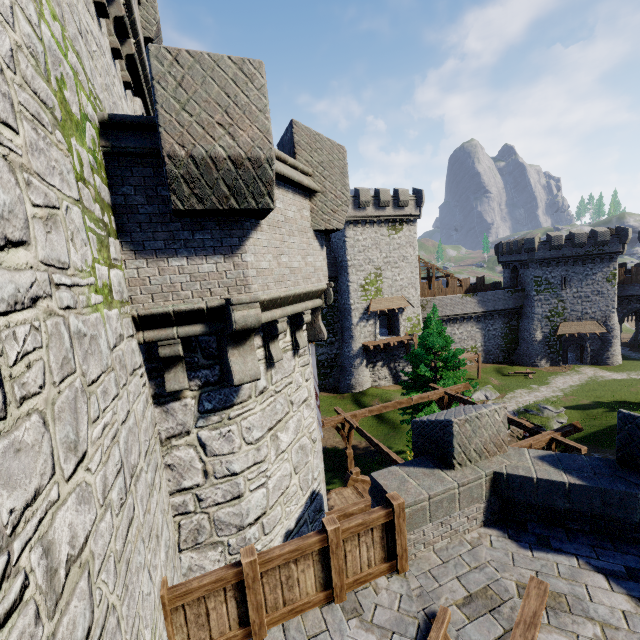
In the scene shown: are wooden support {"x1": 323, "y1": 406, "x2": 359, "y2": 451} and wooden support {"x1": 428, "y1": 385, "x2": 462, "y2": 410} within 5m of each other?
yes

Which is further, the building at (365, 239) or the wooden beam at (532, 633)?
the building at (365, 239)

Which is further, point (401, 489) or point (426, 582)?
point (401, 489)

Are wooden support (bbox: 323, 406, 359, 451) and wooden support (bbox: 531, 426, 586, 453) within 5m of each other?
no

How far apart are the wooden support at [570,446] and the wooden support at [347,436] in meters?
6.5

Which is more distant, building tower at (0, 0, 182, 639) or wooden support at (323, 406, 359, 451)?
wooden support at (323, 406, 359, 451)

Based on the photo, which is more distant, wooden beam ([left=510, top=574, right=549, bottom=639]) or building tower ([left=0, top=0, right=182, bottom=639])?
wooden beam ([left=510, top=574, right=549, bottom=639])

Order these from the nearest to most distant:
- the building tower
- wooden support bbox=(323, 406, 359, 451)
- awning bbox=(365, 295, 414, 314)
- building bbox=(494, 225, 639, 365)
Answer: A: the building tower, wooden support bbox=(323, 406, 359, 451), awning bbox=(365, 295, 414, 314), building bbox=(494, 225, 639, 365)
